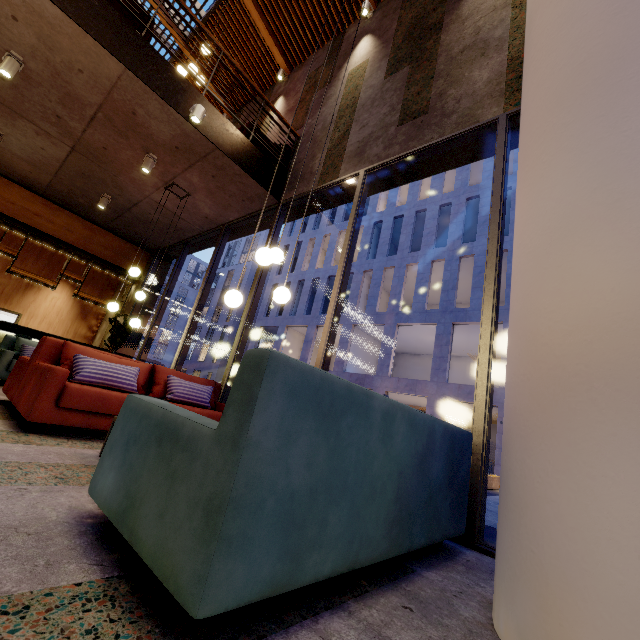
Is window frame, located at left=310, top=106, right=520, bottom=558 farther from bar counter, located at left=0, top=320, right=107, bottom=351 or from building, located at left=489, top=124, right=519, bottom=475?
building, located at left=489, top=124, right=519, bottom=475

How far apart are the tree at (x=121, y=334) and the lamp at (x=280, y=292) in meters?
6.5

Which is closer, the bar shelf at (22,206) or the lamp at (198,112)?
the lamp at (198,112)

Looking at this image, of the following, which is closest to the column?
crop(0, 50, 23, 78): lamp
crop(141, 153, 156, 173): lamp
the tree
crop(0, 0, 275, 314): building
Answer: crop(0, 0, 275, 314): building

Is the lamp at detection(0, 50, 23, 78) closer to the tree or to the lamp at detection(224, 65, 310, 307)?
the lamp at detection(224, 65, 310, 307)

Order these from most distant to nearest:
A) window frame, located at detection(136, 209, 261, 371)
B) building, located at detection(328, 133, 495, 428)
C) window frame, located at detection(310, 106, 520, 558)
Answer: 1. building, located at detection(328, 133, 495, 428)
2. window frame, located at detection(136, 209, 261, 371)
3. window frame, located at detection(310, 106, 520, 558)

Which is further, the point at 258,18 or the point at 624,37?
the point at 258,18

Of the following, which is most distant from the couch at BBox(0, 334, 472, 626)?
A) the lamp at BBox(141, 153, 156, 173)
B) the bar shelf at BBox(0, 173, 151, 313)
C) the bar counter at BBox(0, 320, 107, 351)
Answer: the bar shelf at BBox(0, 173, 151, 313)
